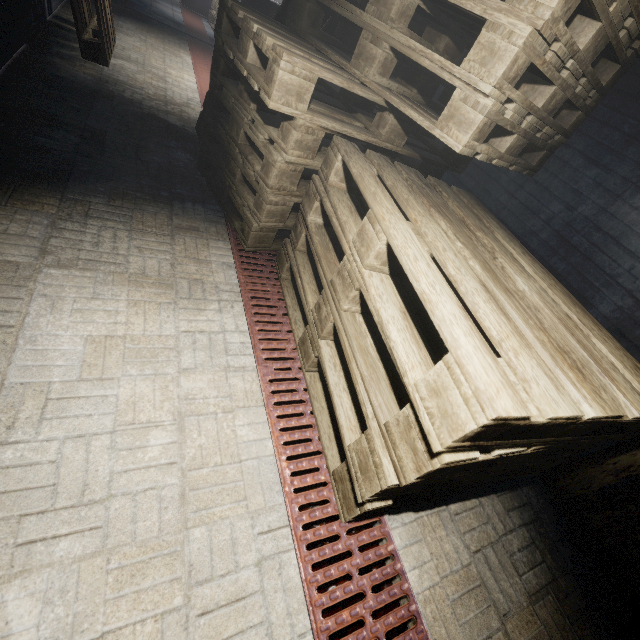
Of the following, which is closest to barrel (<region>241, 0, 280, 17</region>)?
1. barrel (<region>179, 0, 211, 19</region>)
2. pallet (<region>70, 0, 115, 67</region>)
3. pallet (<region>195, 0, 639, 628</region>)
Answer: pallet (<region>195, 0, 639, 628</region>)

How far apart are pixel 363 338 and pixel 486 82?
1.1m

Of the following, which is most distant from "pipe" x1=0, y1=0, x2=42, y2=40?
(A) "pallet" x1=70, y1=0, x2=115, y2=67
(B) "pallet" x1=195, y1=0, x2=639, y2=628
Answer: (B) "pallet" x1=195, y1=0, x2=639, y2=628

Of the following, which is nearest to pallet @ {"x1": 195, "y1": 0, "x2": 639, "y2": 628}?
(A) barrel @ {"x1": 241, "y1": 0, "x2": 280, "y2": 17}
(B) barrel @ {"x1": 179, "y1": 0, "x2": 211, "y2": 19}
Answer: (A) barrel @ {"x1": 241, "y1": 0, "x2": 280, "y2": 17}

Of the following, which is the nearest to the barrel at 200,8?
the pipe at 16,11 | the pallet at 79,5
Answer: the pallet at 79,5

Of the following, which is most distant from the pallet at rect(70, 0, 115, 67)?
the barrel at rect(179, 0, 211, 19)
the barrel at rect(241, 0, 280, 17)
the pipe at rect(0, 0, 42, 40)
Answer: the barrel at rect(179, 0, 211, 19)

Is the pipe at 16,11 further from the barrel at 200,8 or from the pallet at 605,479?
the barrel at 200,8

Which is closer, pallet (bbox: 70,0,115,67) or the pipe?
the pipe
